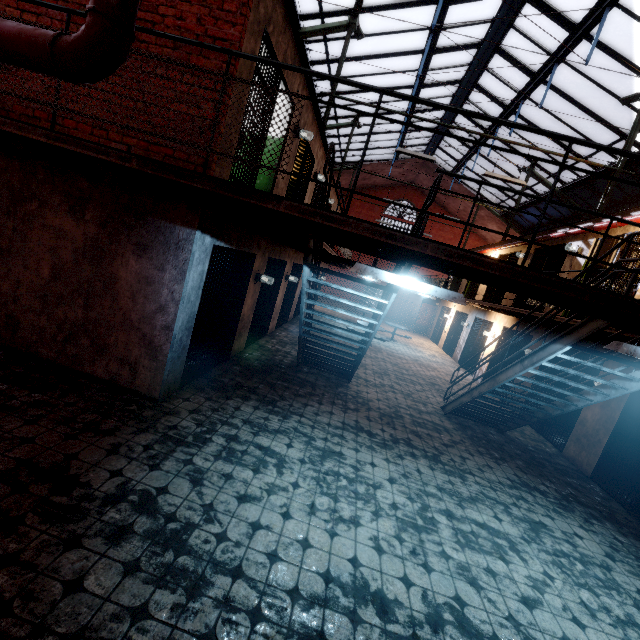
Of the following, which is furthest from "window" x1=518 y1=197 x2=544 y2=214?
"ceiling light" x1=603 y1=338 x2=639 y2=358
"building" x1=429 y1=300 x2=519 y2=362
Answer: "ceiling light" x1=603 y1=338 x2=639 y2=358

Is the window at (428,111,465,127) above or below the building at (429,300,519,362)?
above

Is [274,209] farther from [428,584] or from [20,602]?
[428,584]

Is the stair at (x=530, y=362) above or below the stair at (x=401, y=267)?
below

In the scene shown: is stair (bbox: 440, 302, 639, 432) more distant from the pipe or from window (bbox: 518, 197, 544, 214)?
window (bbox: 518, 197, 544, 214)

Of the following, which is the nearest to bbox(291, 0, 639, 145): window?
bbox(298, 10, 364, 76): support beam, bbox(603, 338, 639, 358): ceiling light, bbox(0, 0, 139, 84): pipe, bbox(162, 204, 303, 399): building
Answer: bbox(298, 10, 364, 76): support beam

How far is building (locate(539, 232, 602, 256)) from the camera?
8.8 meters

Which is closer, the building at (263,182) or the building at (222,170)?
the building at (222,170)
